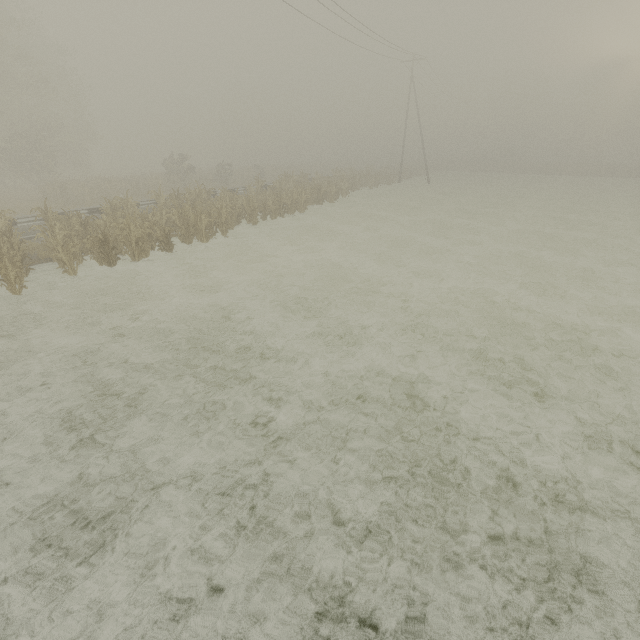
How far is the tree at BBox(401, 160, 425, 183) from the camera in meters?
44.3

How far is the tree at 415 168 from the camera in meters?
44.3 m

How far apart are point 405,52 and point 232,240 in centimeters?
3016cm

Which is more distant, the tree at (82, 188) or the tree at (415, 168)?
the tree at (415, 168)

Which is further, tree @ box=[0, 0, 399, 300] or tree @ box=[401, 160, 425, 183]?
tree @ box=[401, 160, 425, 183]
